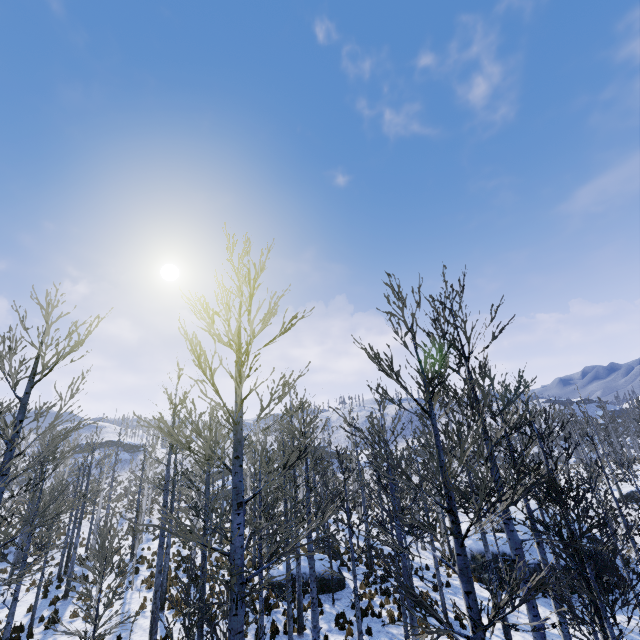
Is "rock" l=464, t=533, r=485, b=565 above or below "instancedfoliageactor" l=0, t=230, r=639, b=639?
below

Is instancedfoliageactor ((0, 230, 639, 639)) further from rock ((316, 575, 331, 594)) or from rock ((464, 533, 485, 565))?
rock ((464, 533, 485, 565))

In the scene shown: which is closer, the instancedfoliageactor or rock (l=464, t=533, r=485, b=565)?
the instancedfoliageactor

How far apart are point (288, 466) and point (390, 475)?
6.2 meters

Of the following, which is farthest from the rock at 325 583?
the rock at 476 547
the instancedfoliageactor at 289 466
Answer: the rock at 476 547

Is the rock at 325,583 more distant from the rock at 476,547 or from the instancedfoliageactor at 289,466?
the rock at 476,547
